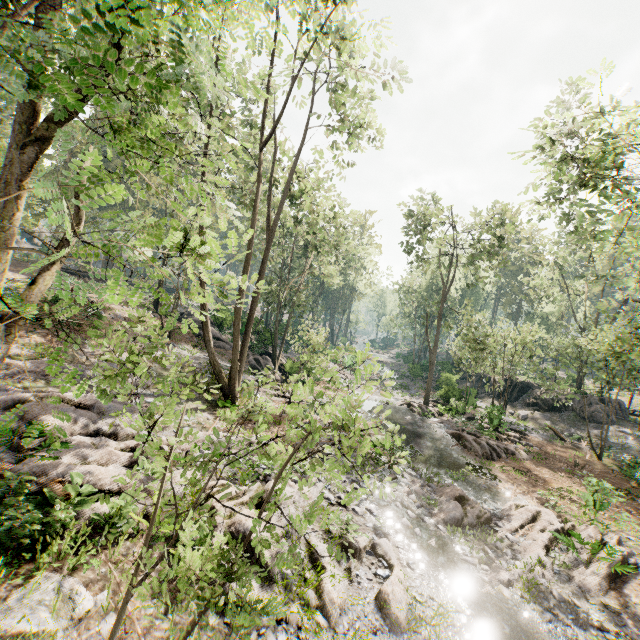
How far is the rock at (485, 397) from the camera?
36.0m

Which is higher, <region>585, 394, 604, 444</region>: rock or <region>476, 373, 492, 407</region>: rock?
<region>585, 394, 604, 444</region>: rock

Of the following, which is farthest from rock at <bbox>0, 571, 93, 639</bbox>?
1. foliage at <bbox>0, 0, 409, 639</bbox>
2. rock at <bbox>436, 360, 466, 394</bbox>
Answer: rock at <bbox>436, 360, 466, 394</bbox>

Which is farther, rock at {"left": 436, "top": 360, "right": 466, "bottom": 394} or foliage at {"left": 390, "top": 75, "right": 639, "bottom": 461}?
rock at {"left": 436, "top": 360, "right": 466, "bottom": 394}

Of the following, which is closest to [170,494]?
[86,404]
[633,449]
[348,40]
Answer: [86,404]

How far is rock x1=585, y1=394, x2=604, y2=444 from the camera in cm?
2669

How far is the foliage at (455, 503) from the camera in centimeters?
1158cm
